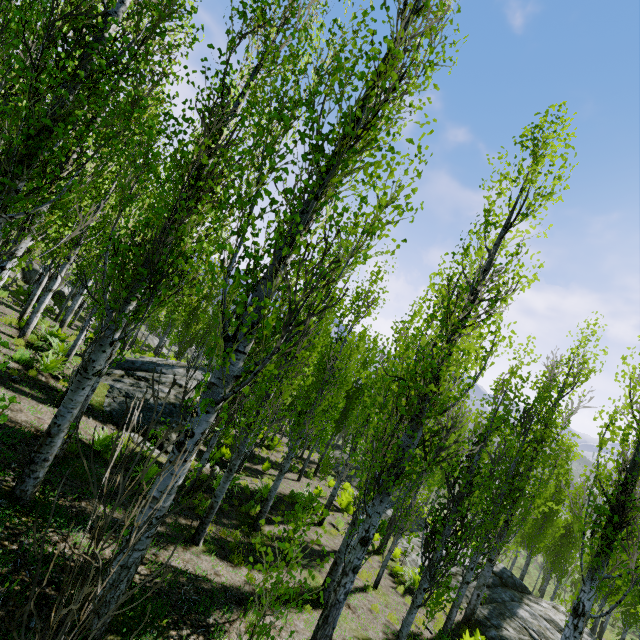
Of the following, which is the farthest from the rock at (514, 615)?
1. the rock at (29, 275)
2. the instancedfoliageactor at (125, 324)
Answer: the rock at (29, 275)

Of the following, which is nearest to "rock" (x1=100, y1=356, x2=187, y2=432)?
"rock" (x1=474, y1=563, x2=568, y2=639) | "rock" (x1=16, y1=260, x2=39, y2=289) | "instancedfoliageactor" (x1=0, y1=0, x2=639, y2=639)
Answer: "instancedfoliageactor" (x1=0, y1=0, x2=639, y2=639)

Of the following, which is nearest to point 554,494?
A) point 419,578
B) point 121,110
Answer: point 419,578

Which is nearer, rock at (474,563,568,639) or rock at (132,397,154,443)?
rock at (132,397,154,443)

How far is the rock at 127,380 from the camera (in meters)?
10.55

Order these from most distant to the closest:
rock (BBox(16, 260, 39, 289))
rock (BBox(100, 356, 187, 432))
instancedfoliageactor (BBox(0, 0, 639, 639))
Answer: rock (BBox(16, 260, 39, 289)), rock (BBox(100, 356, 187, 432)), instancedfoliageactor (BBox(0, 0, 639, 639))

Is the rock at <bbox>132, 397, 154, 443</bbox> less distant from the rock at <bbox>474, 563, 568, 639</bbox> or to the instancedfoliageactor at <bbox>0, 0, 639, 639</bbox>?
the instancedfoliageactor at <bbox>0, 0, 639, 639</bbox>
